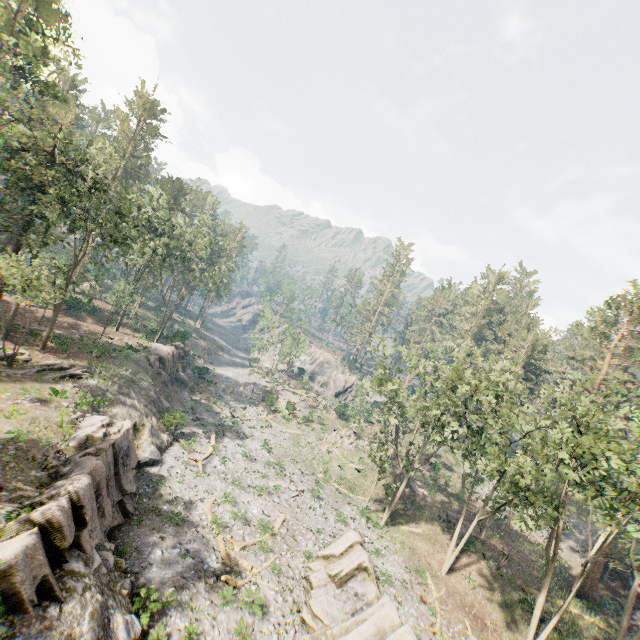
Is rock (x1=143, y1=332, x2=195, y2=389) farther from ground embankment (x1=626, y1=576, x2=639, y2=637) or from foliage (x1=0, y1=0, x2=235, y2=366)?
ground embankment (x1=626, y1=576, x2=639, y2=637)

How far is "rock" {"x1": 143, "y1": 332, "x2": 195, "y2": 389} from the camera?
39.8 meters

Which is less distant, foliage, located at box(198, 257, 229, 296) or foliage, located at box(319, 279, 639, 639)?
foliage, located at box(319, 279, 639, 639)

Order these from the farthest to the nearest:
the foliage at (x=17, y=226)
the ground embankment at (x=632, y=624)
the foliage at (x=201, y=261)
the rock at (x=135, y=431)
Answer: the foliage at (x=201, y=261), the ground embankment at (x=632, y=624), the foliage at (x=17, y=226), the rock at (x=135, y=431)

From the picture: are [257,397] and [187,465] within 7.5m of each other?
no

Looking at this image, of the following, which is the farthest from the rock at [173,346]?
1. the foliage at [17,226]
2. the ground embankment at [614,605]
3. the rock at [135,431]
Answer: the ground embankment at [614,605]

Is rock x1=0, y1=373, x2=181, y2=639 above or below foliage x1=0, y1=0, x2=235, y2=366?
below
